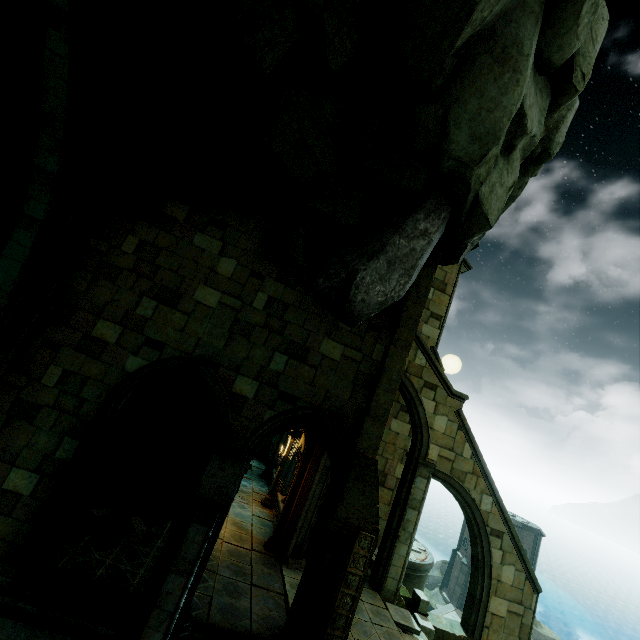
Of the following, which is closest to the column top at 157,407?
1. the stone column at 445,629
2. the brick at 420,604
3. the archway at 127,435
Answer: the archway at 127,435

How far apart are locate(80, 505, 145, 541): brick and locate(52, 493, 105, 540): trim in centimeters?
58cm

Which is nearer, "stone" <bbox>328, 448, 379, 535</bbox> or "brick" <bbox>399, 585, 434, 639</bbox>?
"stone" <bbox>328, 448, 379, 535</bbox>

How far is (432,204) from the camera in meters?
7.7

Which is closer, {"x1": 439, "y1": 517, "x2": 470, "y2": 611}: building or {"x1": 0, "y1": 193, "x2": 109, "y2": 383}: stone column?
{"x1": 0, "y1": 193, "x2": 109, "y2": 383}: stone column

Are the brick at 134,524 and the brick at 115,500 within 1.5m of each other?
yes

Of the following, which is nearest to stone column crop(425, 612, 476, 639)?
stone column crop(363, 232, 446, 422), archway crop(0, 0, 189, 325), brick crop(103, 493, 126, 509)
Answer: stone column crop(363, 232, 446, 422)

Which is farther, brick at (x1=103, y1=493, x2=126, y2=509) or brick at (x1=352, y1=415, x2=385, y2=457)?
brick at (x1=103, y1=493, x2=126, y2=509)
